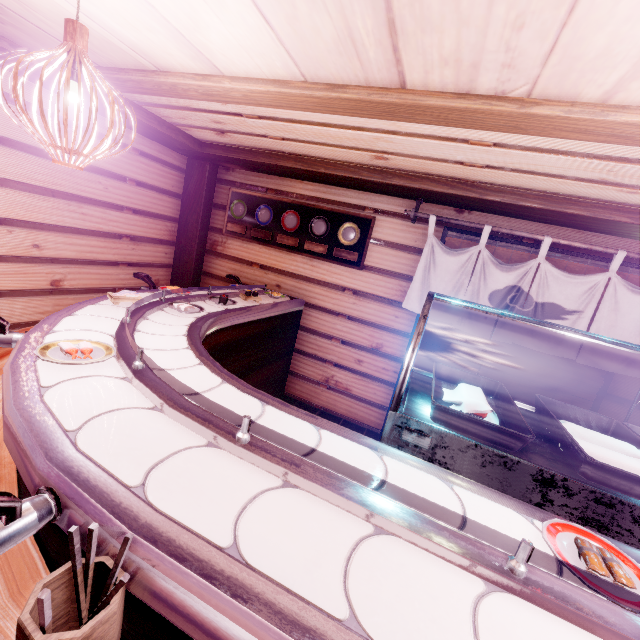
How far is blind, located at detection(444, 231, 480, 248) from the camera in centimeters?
610cm

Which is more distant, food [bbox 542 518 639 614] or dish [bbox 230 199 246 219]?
dish [bbox 230 199 246 219]

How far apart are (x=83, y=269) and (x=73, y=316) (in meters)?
4.00

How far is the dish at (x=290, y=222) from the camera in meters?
7.4

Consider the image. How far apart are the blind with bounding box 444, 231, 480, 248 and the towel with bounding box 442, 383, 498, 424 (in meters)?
3.85

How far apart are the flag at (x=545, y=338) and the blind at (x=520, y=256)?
0.26m

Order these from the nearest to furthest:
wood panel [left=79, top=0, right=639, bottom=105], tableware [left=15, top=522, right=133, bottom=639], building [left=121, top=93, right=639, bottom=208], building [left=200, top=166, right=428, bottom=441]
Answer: tableware [left=15, top=522, right=133, bottom=639]
wood panel [left=79, top=0, right=639, bottom=105]
building [left=121, top=93, right=639, bottom=208]
building [left=200, top=166, right=428, bottom=441]

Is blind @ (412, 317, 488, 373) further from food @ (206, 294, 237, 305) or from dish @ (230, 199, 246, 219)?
dish @ (230, 199, 246, 219)
